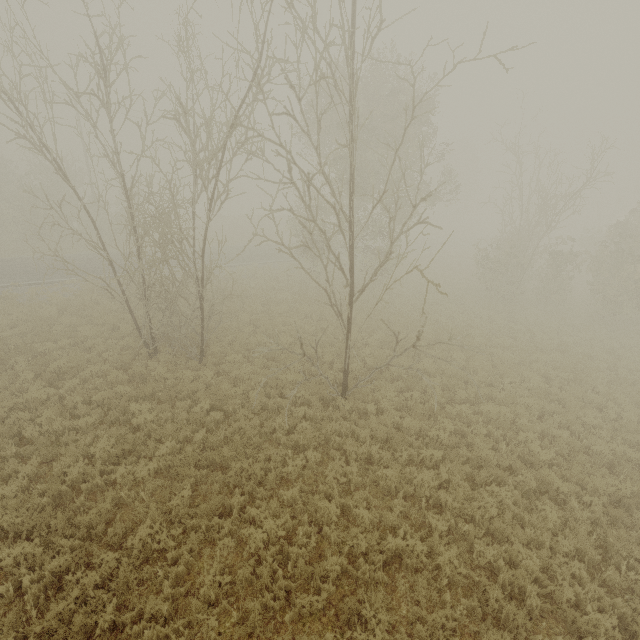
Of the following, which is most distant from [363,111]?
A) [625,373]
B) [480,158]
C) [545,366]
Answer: [480,158]
